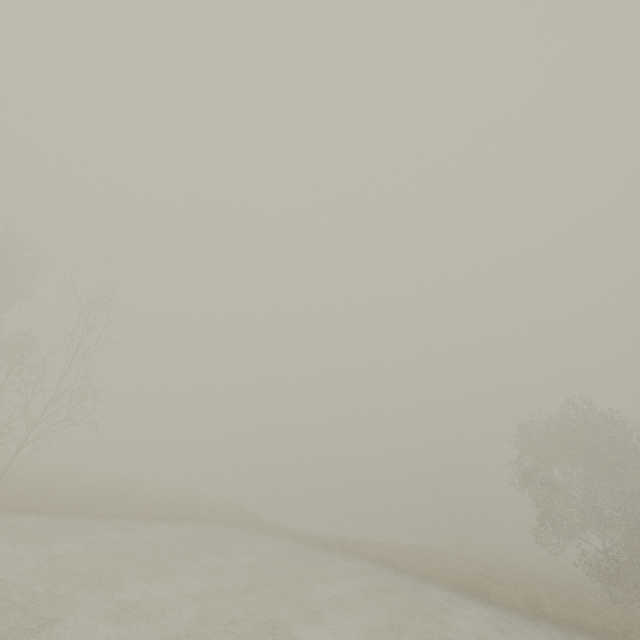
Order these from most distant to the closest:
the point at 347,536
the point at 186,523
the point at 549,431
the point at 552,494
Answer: the point at 347,536 → the point at 549,431 → the point at 552,494 → the point at 186,523
